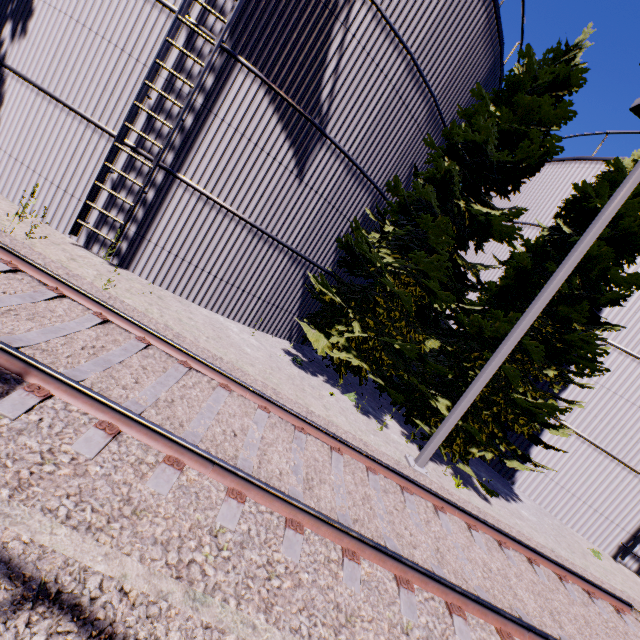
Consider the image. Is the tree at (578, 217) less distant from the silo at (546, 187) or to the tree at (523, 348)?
the tree at (523, 348)

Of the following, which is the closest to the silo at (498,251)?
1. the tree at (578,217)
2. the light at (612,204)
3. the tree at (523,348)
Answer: the tree at (523,348)

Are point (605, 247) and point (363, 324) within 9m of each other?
yes

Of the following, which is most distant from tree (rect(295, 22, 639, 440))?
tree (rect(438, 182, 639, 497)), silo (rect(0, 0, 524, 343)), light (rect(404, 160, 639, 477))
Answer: light (rect(404, 160, 639, 477))

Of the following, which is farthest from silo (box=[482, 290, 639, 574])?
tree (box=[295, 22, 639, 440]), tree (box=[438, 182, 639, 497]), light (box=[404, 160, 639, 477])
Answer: light (box=[404, 160, 639, 477])

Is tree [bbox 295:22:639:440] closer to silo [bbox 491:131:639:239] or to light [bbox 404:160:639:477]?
light [bbox 404:160:639:477]

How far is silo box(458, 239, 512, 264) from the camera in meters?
13.8 m
